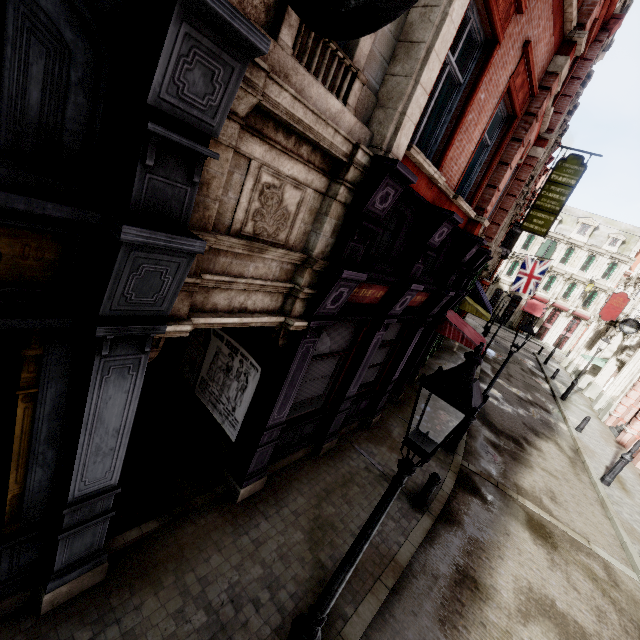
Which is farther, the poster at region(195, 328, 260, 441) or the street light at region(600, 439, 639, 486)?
the street light at region(600, 439, 639, 486)

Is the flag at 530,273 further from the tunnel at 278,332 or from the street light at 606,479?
the tunnel at 278,332

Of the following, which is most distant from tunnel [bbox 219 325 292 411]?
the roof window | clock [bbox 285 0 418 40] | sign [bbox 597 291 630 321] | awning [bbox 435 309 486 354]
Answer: the roof window

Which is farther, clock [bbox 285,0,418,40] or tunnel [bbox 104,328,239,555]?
tunnel [bbox 104,328,239,555]

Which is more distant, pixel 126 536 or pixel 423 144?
pixel 423 144

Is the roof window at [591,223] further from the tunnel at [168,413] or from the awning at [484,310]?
the tunnel at [168,413]

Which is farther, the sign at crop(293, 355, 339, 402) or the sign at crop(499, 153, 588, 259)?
the sign at crop(499, 153, 588, 259)

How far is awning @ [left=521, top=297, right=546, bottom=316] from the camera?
43.8 meters
